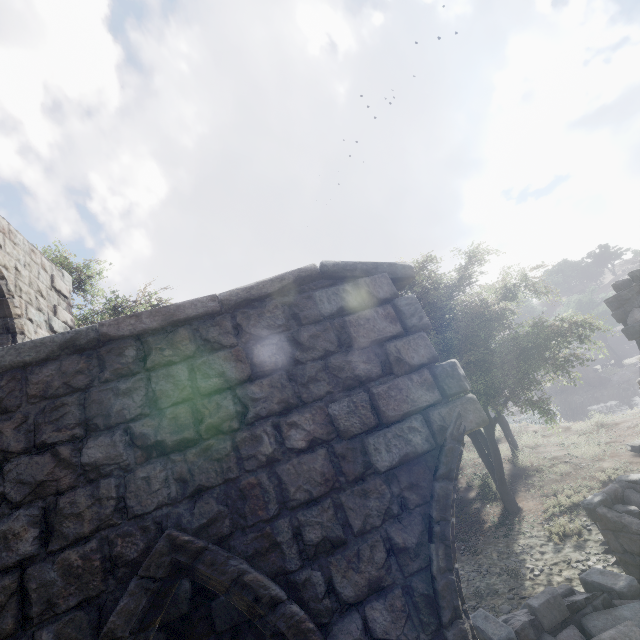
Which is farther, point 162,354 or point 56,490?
point 162,354

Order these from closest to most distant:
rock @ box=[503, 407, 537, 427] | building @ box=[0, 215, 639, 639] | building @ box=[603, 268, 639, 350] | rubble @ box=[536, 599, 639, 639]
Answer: building @ box=[0, 215, 639, 639]
rubble @ box=[536, 599, 639, 639]
building @ box=[603, 268, 639, 350]
rock @ box=[503, 407, 537, 427]

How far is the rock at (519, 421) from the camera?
21.0m

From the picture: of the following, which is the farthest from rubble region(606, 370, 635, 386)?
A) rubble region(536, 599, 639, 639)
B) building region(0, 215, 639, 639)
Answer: rubble region(536, 599, 639, 639)

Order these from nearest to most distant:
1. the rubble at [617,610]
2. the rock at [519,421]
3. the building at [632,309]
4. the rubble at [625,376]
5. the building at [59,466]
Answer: the building at [59,466], the rubble at [617,610], the building at [632,309], the rock at [519,421], the rubble at [625,376]

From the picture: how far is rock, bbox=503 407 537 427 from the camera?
20.98m

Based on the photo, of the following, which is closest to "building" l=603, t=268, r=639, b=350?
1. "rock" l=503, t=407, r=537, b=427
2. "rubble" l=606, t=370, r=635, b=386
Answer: "rock" l=503, t=407, r=537, b=427

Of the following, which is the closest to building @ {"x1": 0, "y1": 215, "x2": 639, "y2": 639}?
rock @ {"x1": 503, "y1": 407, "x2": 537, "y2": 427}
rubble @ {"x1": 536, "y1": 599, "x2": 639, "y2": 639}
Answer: rubble @ {"x1": 536, "y1": 599, "x2": 639, "y2": 639}
